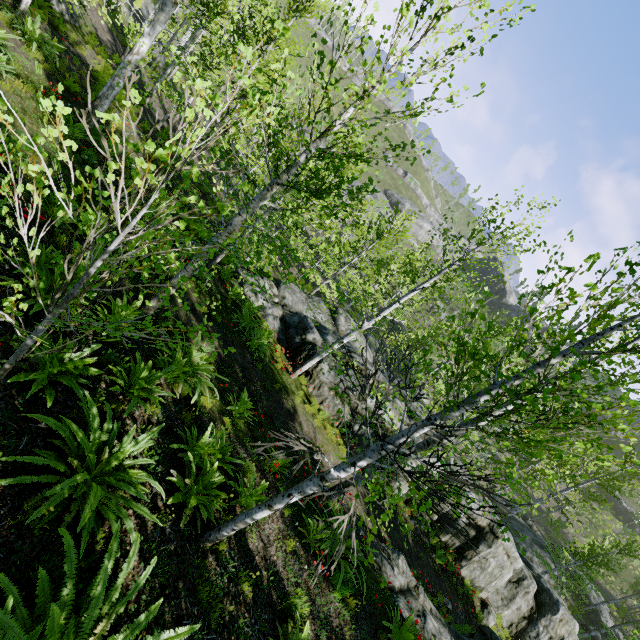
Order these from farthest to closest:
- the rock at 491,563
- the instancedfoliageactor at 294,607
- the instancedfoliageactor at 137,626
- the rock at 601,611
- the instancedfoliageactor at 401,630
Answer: the rock at 601,611
the rock at 491,563
the instancedfoliageactor at 401,630
the instancedfoliageactor at 294,607
the instancedfoliageactor at 137,626

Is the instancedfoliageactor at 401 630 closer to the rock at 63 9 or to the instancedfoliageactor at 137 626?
the rock at 63 9

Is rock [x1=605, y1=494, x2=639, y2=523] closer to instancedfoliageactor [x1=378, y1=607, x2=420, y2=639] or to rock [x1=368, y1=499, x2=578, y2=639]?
instancedfoliageactor [x1=378, y1=607, x2=420, y2=639]

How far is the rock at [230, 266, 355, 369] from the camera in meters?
13.9

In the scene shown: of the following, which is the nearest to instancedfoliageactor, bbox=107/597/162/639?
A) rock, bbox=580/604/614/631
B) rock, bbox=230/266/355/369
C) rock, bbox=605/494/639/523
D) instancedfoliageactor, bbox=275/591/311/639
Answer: instancedfoliageactor, bbox=275/591/311/639

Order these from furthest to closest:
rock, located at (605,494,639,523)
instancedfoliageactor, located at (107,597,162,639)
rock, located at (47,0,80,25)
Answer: rock, located at (605,494,639,523) < rock, located at (47,0,80,25) < instancedfoliageactor, located at (107,597,162,639)

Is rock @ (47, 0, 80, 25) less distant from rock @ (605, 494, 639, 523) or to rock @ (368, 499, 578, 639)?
rock @ (368, 499, 578, 639)

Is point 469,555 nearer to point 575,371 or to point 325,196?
point 575,371
